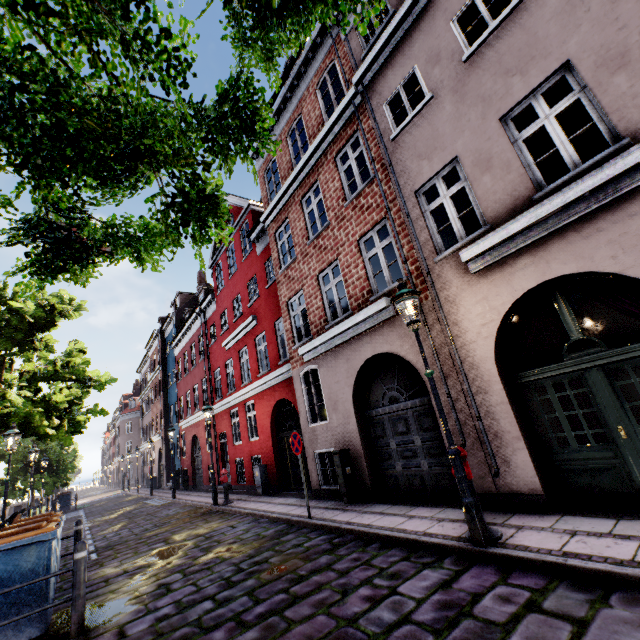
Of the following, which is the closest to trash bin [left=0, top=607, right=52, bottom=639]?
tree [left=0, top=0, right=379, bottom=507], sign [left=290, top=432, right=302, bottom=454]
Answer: tree [left=0, top=0, right=379, bottom=507]

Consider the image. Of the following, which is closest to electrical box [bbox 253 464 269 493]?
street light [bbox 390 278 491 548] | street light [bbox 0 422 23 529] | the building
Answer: the building

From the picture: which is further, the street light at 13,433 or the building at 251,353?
the street light at 13,433

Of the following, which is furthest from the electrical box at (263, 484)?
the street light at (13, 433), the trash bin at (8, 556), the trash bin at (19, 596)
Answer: the trash bin at (19, 596)

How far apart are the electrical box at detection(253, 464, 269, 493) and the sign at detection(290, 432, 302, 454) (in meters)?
5.72

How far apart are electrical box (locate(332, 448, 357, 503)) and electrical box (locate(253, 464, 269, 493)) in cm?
559

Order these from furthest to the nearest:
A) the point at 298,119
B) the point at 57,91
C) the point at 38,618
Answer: the point at 298,119, the point at 38,618, the point at 57,91

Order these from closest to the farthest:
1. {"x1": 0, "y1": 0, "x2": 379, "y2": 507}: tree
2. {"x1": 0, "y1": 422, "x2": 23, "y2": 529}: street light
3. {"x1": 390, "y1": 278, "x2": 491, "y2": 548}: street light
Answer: {"x1": 0, "y1": 0, "x2": 379, "y2": 507}: tree → {"x1": 390, "y1": 278, "x2": 491, "y2": 548}: street light → {"x1": 0, "y1": 422, "x2": 23, "y2": 529}: street light
